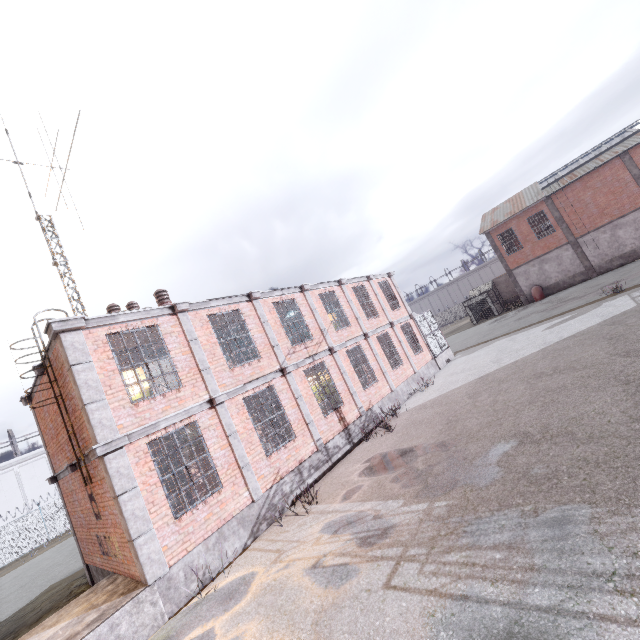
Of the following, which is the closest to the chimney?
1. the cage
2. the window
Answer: the cage

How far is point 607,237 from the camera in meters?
29.4 m

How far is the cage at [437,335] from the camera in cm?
2109

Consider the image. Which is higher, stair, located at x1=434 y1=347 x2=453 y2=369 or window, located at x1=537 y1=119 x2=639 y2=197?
window, located at x1=537 y1=119 x2=639 y2=197

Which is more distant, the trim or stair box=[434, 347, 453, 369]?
stair box=[434, 347, 453, 369]

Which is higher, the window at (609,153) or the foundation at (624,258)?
the window at (609,153)

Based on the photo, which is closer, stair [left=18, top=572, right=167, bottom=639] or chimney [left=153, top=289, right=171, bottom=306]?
stair [left=18, top=572, right=167, bottom=639]

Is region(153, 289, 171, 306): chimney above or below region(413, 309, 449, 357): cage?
above
